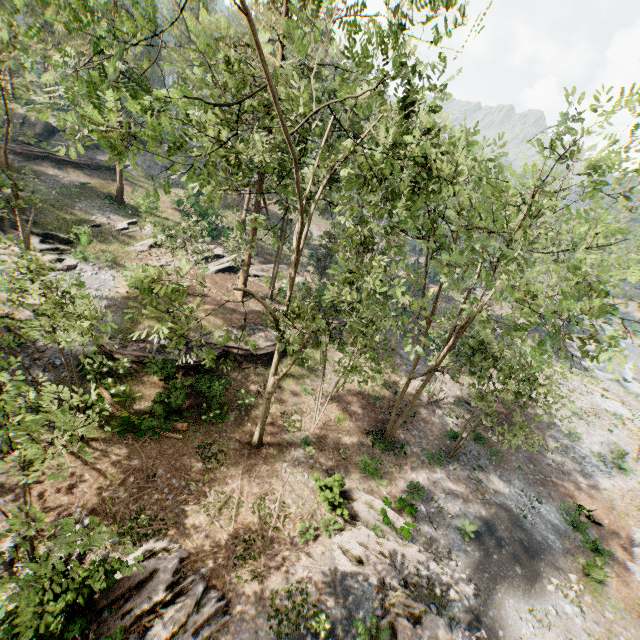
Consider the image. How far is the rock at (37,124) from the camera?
33.41m

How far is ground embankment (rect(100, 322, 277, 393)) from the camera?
19.7m

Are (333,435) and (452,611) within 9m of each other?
no

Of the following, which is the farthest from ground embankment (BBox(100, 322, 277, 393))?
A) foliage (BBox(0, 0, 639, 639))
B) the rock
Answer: the rock

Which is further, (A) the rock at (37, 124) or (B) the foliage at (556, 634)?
(A) the rock at (37, 124)

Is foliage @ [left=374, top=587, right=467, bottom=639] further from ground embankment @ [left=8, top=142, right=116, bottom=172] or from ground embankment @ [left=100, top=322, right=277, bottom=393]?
ground embankment @ [left=8, top=142, right=116, bottom=172]

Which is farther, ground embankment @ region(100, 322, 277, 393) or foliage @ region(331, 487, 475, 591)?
ground embankment @ region(100, 322, 277, 393)

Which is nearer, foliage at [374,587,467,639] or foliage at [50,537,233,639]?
foliage at [50,537,233,639]
